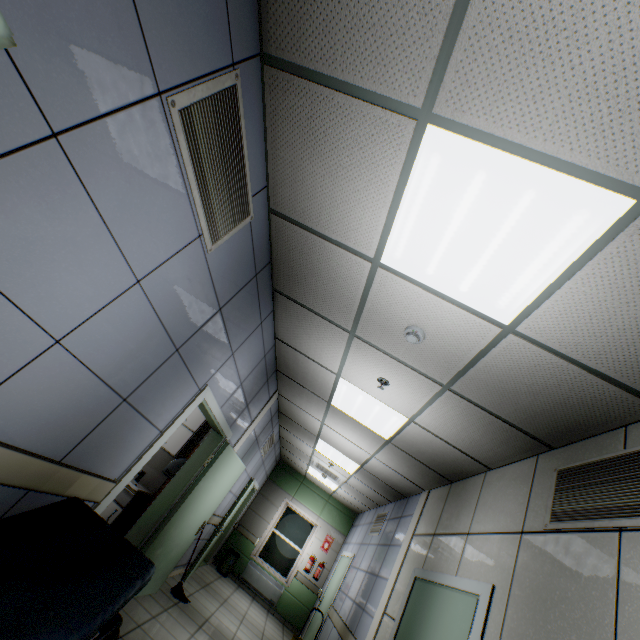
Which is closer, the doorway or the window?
the doorway

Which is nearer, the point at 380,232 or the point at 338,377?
the point at 380,232

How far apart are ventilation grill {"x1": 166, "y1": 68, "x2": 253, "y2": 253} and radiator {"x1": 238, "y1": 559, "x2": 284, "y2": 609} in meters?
10.2 m

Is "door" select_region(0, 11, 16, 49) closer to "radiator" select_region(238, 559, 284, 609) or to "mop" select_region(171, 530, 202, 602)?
"mop" select_region(171, 530, 202, 602)

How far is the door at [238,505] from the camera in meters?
6.2 m

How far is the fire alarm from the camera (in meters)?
2.58

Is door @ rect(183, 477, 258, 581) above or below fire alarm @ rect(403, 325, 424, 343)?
below

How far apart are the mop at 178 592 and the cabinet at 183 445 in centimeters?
176cm
